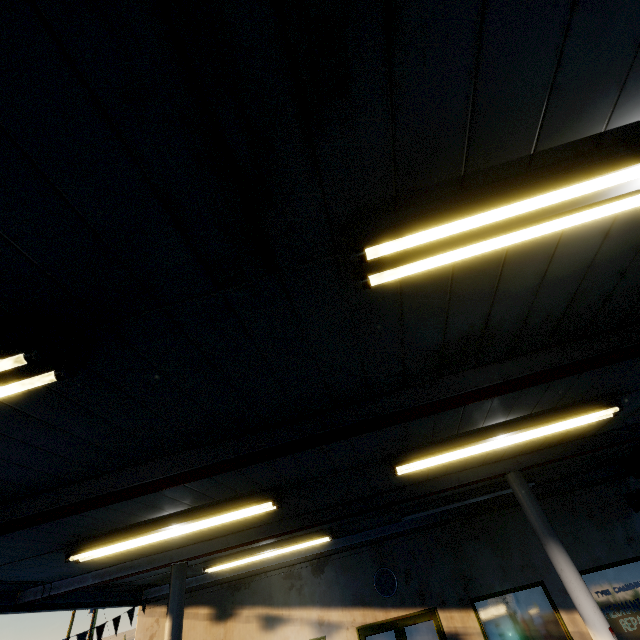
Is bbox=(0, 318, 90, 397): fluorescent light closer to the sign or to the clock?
the clock

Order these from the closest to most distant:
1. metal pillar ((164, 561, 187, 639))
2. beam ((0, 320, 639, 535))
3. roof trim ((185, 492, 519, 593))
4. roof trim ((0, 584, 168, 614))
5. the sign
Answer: beam ((0, 320, 639, 535)) < metal pillar ((164, 561, 187, 639)) < roof trim ((0, 584, 168, 614)) < the sign < roof trim ((185, 492, 519, 593))

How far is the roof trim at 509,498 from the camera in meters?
8.3

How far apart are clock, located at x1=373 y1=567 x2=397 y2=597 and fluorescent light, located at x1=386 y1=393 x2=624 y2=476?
5.59m

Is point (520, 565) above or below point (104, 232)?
below

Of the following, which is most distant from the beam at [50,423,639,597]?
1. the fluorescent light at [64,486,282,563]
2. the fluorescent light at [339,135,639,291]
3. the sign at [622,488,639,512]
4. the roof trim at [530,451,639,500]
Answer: the fluorescent light at [339,135,639,291]

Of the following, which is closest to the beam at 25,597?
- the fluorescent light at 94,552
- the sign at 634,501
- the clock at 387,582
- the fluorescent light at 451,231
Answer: the fluorescent light at 94,552

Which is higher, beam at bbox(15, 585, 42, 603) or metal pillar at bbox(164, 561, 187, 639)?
beam at bbox(15, 585, 42, 603)
